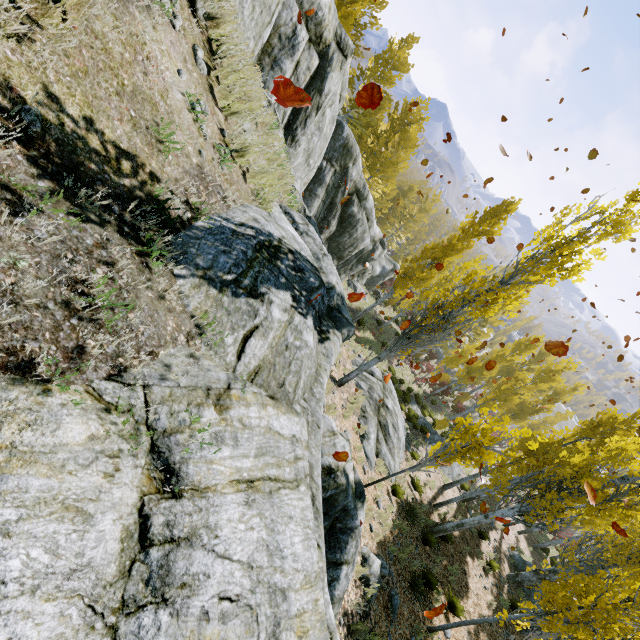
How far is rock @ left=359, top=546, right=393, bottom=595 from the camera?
7.2m

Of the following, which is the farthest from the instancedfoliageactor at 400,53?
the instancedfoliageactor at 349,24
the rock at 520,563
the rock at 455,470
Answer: the rock at 520,563

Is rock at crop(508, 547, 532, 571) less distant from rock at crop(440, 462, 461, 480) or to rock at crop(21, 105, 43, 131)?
rock at crop(440, 462, 461, 480)

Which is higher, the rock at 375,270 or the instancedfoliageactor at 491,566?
the rock at 375,270

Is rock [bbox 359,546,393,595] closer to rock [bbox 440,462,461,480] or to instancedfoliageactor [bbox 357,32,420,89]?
rock [bbox 440,462,461,480]

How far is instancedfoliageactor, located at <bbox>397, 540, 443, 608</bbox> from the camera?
9.49m

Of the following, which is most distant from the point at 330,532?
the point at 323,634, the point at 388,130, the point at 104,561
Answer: the point at 388,130
